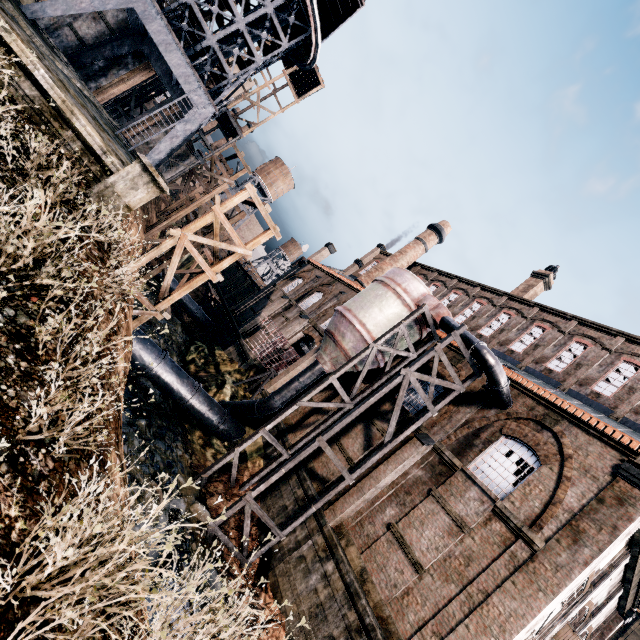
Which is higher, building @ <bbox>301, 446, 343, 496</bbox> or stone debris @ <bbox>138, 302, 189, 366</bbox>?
building @ <bbox>301, 446, 343, 496</bbox>

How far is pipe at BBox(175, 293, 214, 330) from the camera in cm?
3678

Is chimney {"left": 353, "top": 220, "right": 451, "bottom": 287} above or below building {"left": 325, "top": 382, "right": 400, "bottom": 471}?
above

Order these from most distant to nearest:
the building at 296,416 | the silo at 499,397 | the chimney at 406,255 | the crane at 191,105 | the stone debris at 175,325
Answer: the chimney at 406,255, the stone debris at 175,325, the building at 296,416, the crane at 191,105, the silo at 499,397

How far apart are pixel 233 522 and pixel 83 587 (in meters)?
15.75

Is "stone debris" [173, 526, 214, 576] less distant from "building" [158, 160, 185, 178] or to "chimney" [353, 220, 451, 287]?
"building" [158, 160, 185, 178]

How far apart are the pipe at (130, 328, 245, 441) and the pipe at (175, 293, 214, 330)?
18.4 meters

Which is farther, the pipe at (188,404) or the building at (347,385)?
the building at (347,385)
